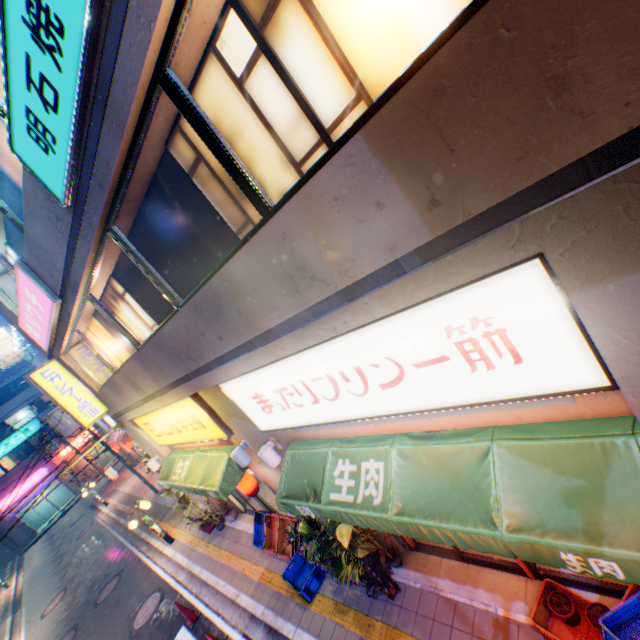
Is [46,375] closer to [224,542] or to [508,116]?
[224,542]

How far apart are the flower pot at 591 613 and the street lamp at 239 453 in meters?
6.0 m

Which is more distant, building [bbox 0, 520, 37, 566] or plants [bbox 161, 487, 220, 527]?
building [bbox 0, 520, 37, 566]

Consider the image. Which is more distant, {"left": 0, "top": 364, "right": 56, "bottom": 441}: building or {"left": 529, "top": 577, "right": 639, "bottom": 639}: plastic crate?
{"left": 0, "top": 364, "right": 56, "bottom": 441}: building

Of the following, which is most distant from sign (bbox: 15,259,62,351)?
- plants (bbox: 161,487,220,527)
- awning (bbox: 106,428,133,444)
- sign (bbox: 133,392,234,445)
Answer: awning (bbox: 106,428,133,444)

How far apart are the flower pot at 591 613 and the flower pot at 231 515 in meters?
11.3

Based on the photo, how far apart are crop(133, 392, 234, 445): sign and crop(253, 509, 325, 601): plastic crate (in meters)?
3.12

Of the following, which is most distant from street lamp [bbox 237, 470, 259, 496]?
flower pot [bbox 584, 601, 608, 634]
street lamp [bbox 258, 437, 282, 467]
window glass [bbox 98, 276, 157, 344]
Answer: flower pot [bbox 584, 601, 608, 634]
